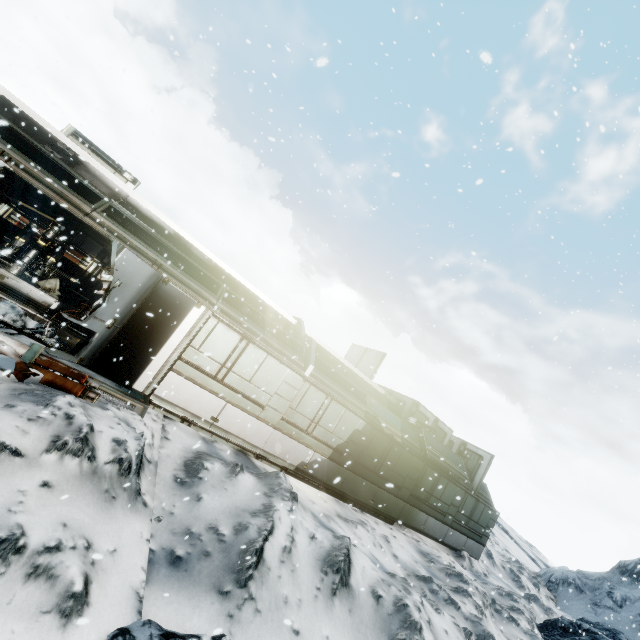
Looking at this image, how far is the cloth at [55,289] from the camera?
12.4m

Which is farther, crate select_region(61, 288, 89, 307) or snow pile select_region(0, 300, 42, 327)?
crate select_region(61, 288, 89, 307)

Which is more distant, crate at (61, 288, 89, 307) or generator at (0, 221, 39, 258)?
crate at (61, 288, 89, 307)

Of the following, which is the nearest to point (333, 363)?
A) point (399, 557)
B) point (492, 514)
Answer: point (399, 557)

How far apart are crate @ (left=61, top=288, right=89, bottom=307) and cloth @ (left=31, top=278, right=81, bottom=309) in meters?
0.0

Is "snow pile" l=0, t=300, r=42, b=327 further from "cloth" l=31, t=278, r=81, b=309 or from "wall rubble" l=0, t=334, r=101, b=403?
"cloth" l=31, t=278, r=81, b=309

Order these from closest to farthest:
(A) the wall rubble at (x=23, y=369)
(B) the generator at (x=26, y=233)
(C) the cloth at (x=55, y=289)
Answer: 1. (A) the wall rubble at (x=23, y=369)
2. (B) the generator at (x=26, y=233)
3. (C) the cloth at (x=55, y=289)

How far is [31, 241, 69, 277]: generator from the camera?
12.1m
